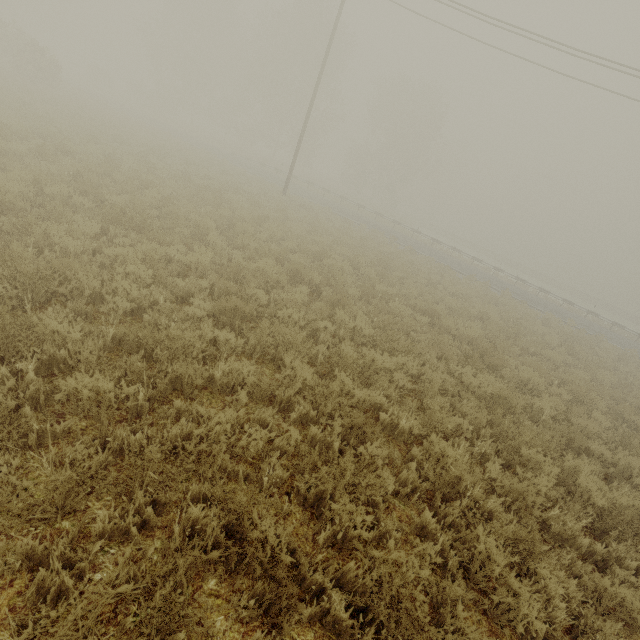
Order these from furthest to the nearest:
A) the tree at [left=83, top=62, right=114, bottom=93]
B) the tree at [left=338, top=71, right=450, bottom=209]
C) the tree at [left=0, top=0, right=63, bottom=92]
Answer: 1. the tree at [left=83, top=62, right=114, bottom=93]
2. the tree at [left=338, top=71, right=450, bottom=209]
3. the tree at [left=0, top=0, right=63, bottom=92]

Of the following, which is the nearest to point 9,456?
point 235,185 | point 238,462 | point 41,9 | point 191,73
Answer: point 238,462

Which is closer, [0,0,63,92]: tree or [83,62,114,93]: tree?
[0,0,63,92]: tree

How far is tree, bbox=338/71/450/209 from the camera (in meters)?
41.50

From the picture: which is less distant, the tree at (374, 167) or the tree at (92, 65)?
the tree at (374, 167)

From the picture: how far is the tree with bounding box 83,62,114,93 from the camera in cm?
4496

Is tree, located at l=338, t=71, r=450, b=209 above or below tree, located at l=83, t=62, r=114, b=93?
above

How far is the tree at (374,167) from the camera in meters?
41.5
